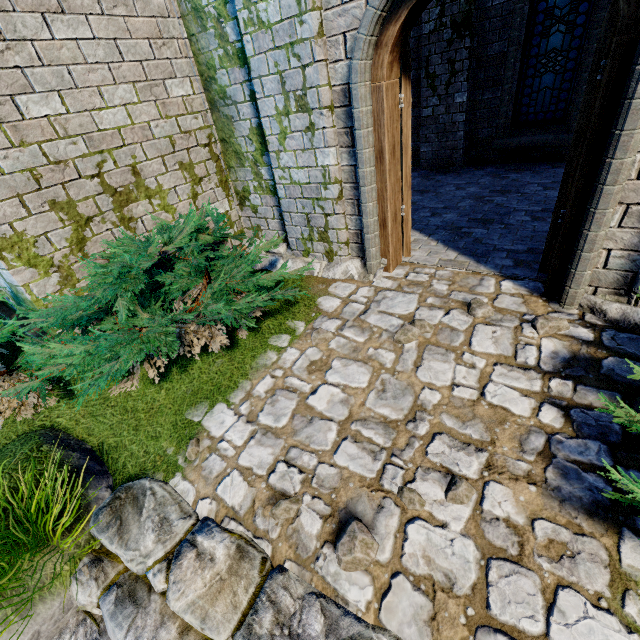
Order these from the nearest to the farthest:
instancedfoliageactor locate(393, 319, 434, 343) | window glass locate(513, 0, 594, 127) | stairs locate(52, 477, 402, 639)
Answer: stairs locate(52, 477, 402, 639), instancedfoliageactor locate(393, 319, 434, 343), window glass locate(513, 0, 594, 127)

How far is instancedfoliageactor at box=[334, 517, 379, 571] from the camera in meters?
1.9 m

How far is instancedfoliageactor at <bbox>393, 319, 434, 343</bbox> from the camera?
3.2m

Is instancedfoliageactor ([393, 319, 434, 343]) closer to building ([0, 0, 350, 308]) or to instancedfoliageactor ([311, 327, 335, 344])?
instancedfoliageactor ([311, 327, 335, 344])

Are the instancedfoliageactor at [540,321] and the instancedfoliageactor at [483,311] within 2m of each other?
yes

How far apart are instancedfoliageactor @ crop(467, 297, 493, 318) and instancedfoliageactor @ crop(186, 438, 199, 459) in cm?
288

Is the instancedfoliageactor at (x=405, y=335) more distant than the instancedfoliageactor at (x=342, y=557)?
Yes

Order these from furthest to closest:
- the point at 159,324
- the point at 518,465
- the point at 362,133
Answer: the point at 362,133 → the point at 159,324 → the point at 518,465
